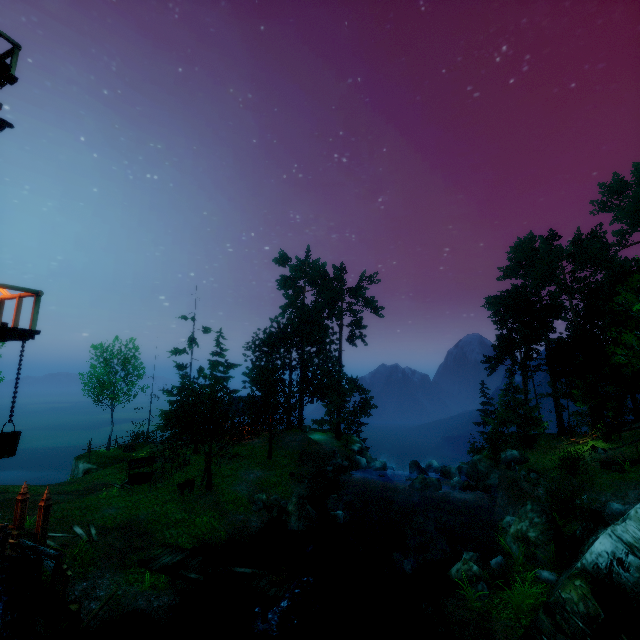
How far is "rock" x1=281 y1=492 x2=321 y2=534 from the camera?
18.3 meters

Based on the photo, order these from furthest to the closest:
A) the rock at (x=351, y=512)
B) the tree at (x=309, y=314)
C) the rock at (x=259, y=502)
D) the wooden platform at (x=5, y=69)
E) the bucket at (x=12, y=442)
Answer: the tree at (x=309, y=314) → the rock at (x=259, y=502) → the rock at (x=351, y=512) → the wooden platform at (x=5, y=69) → the bucket at (x=12, y=442)

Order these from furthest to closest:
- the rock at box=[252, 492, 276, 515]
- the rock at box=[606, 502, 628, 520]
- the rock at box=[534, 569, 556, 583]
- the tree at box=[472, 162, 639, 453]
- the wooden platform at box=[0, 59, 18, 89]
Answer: the tree at box=[472, 162, 639, 453]
the rock at box=[252, 492, 276, 515]
the rock at box=[606, 502, 628, 520]
the rock at box=[534, 569, 556, 583]
the wooden platform at box=[0, 59, 18, 89]

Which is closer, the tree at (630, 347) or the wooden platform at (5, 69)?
the wooden platform at (5, 69)

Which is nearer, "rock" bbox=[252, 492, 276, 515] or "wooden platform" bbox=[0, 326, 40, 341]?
"wooden platform" bbox=[0, 326, 40, 341]

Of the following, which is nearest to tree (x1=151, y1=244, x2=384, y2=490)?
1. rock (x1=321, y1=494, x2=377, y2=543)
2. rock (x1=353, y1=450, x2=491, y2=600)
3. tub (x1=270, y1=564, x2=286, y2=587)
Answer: rock (x1=321, y1=494, x2=377, y2=543)

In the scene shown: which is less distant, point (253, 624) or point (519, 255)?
point (253, 624)

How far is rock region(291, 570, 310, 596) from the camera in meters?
14.6
